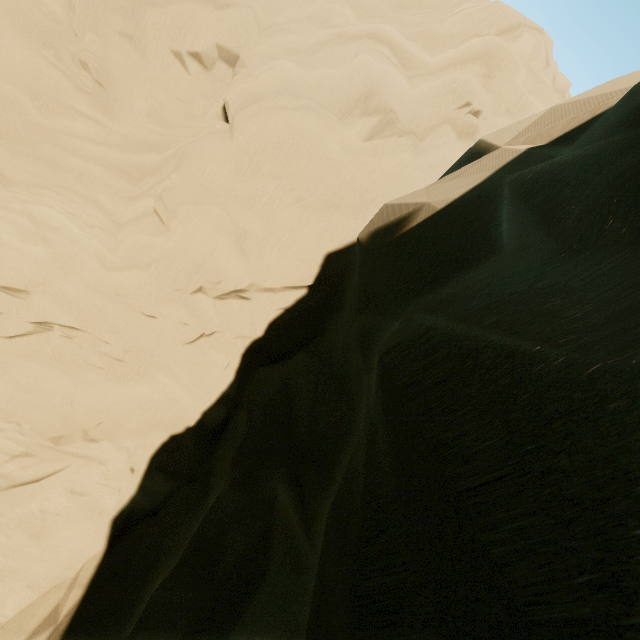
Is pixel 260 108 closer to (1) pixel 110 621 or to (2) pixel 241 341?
(2) pixel 241 341
